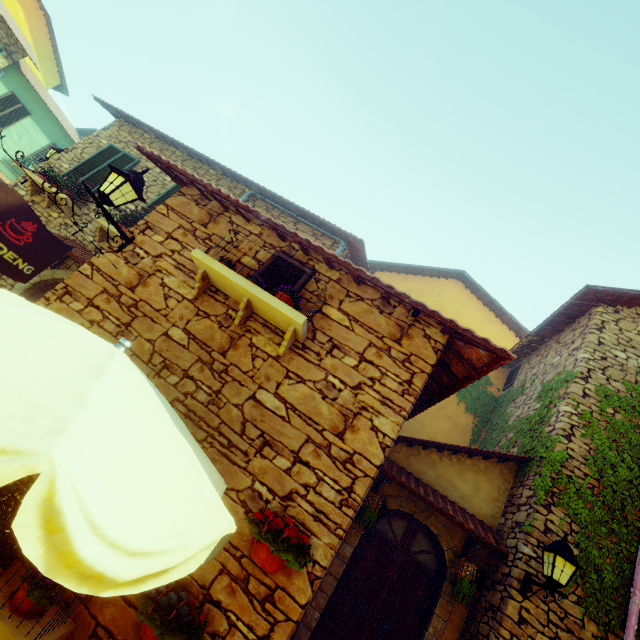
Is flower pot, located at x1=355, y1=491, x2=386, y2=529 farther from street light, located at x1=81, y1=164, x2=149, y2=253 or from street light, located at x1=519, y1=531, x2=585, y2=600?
street light, located at x1=81, y1=164, x2=149, y2=253

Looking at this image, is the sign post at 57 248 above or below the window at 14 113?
below

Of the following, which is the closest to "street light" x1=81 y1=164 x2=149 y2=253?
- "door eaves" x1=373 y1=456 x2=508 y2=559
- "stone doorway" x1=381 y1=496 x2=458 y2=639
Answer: "door eaves" x1=373 y1=456 x2=508 y2=559

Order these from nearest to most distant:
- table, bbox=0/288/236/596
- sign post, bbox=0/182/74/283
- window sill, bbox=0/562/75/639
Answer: table, bbox=0/288/236/596, window sill, bbox=0/562/75/639, sign post, bbox=0/182/74/283

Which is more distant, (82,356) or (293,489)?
(293,489)

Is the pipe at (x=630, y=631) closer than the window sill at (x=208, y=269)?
No

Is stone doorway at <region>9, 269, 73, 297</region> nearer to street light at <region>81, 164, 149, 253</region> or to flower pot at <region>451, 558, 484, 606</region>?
street light at <region>81, 164, 149, 253</region>

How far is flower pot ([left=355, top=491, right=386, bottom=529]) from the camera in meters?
5.4 m
